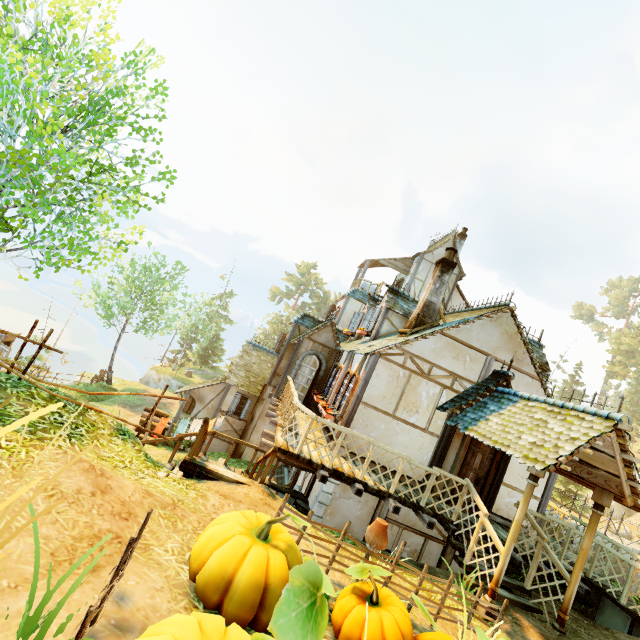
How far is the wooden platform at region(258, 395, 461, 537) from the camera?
7.6m

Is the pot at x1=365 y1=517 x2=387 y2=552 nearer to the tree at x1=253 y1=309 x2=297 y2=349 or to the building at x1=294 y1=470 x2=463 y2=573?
the building at x1=294 y1=470 x2=463 y2=573

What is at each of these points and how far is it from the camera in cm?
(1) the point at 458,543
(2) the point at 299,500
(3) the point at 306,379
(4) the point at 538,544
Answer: (1) stairs, 764
(2) wooden platform, 1036
(3) door, 1420
(4) fence, 742

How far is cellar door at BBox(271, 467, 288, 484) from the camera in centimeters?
1393cm

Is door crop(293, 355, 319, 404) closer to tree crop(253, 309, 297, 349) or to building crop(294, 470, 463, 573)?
building crop(294, 470, 463, 573)

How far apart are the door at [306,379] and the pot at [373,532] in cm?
901

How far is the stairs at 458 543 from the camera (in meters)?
7.16

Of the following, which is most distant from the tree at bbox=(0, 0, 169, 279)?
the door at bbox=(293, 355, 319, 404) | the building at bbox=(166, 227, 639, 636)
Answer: the door at bbox=(293, 355, 319, 404)
